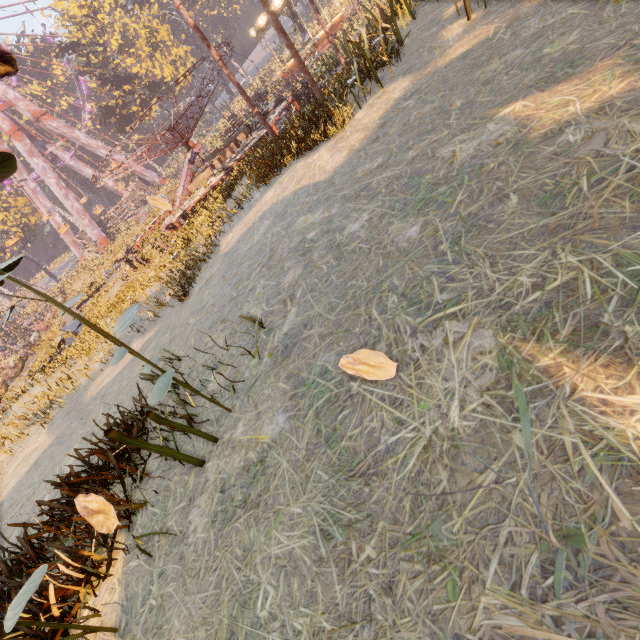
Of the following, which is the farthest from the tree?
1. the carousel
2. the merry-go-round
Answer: the merry-go-round

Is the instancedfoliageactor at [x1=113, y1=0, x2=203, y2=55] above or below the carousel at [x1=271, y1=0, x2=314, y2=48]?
above

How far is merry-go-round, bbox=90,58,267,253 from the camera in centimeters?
1351cm

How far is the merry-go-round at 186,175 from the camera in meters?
13.5

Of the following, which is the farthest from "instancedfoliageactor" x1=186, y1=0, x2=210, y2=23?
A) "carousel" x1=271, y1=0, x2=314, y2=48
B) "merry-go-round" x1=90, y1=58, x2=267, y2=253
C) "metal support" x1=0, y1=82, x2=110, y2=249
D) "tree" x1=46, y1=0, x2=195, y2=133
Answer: "metal support" x1=0, y1=82, x2=110, y2=249

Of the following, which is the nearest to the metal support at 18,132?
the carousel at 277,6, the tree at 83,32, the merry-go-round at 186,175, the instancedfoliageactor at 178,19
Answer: the tree at 83,32

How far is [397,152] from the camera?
4.2 meters

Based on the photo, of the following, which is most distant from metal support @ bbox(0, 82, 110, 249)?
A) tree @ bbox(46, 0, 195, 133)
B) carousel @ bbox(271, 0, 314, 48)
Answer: carousel @ bbox(271, 0, 314, 48)
